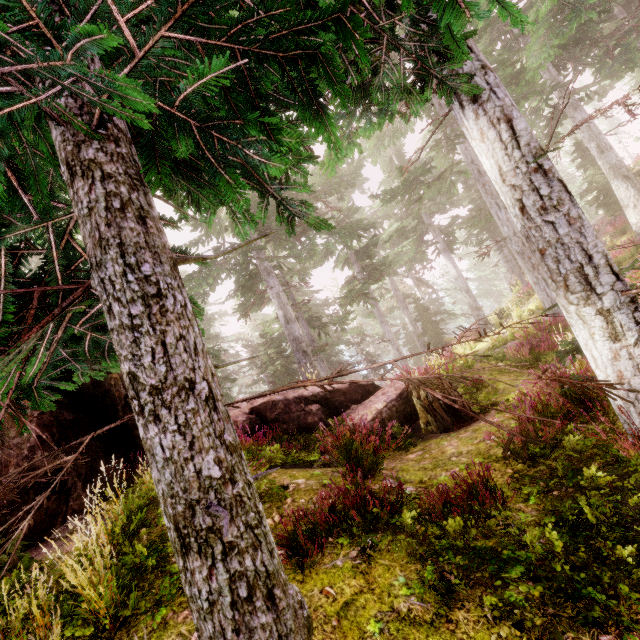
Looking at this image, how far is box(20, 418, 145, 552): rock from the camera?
5.6 meters

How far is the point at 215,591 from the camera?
1.35m

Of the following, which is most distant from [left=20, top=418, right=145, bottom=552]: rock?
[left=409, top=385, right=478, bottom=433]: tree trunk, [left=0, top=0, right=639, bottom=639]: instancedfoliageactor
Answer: [left=409, top=385, right=478, bottom=433]: tree trunk

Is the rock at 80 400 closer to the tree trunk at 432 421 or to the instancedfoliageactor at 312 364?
the instancedfoliageactor at 312 364

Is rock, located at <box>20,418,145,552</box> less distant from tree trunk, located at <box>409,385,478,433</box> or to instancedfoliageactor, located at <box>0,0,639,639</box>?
instancedfoliageactor, located at <box>0,0,639,639</box>

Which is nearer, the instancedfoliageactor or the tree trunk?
the instancedfoliageactor

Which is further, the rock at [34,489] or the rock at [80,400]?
the rock at [80,400]

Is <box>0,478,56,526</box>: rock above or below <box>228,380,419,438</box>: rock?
above
